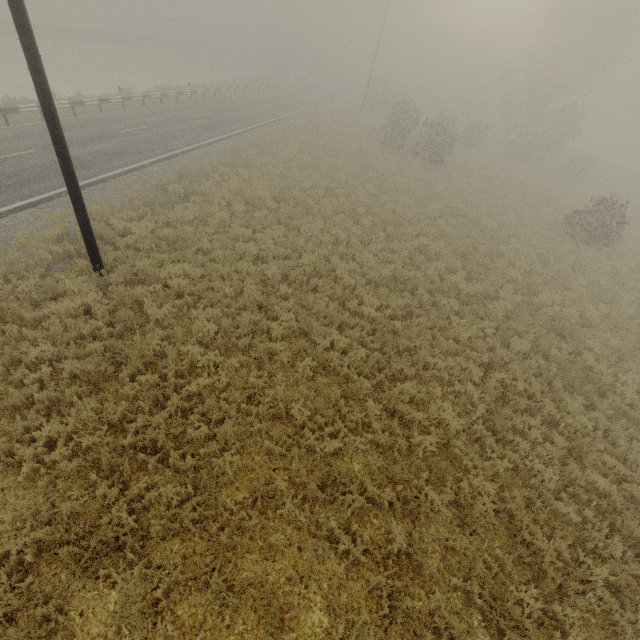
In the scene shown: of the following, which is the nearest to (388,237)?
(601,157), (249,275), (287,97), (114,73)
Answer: (249,275)
